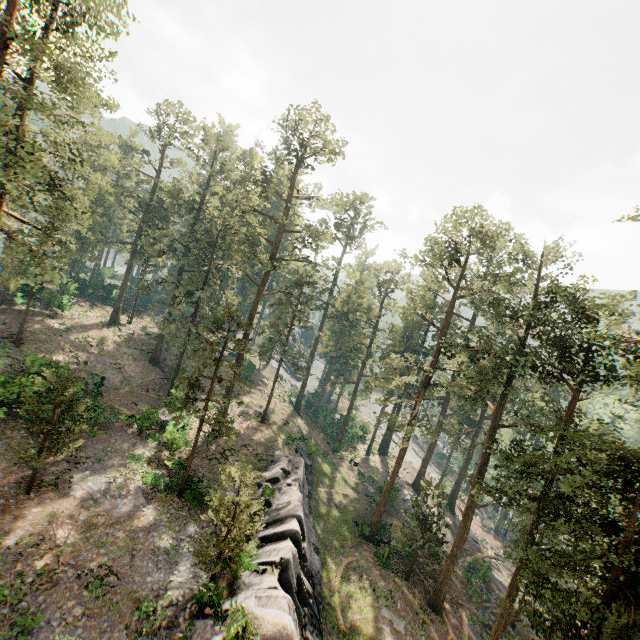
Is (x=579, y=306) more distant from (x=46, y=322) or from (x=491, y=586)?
(x=46, y=322)

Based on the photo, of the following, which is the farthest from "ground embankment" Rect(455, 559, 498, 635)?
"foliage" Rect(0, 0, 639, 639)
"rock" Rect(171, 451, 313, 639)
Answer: "rock" Rect(171, 451, 313, 639)

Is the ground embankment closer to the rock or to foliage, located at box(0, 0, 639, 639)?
foliage, located at box(0, 0, 639, 639)

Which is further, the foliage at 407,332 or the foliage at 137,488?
the foliage at 137,488

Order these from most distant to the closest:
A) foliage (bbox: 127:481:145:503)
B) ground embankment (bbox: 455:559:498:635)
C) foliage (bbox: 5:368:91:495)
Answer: ground embankment (bbox: 455:559:498:635) → foliage (bbox: 127:481:145:503) → foliage (bbox: 5:368:91:495)

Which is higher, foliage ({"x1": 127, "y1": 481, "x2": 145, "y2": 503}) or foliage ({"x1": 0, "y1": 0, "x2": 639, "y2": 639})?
foliage ({"x1": 0, "y1": 0, "x2": 639, "y2": 639})

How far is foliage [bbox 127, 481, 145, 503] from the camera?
21.0m

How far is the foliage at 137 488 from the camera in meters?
21.0
